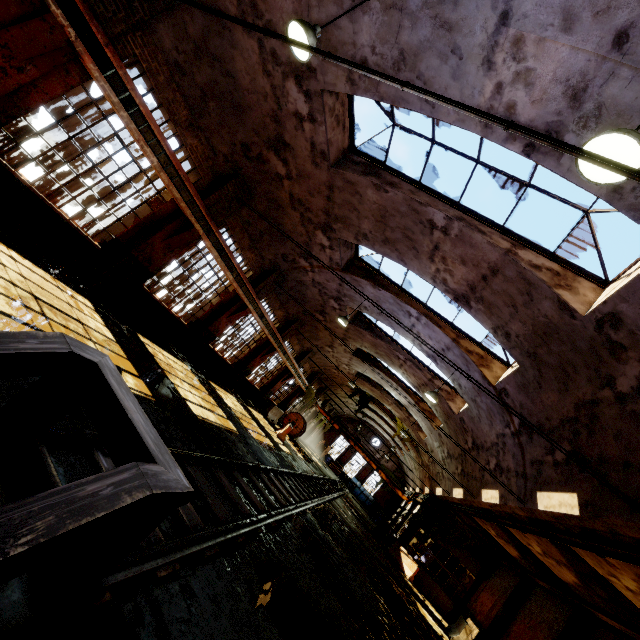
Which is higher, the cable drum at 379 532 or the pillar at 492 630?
the pillar at 492 630

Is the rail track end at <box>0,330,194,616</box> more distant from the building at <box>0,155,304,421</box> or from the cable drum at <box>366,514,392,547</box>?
the cable drum at <box>366,514,392,547</box>

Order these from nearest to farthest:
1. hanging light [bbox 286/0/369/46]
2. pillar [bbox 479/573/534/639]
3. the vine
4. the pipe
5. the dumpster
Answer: the pipe, hanging light [bbox 286/0/369/46], pillar [bbox 479/573/534/639], the vine, the dumpster

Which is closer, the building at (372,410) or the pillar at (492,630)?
the pillar at (492,630)

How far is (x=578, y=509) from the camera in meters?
7.3

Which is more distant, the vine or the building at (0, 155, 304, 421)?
the vine

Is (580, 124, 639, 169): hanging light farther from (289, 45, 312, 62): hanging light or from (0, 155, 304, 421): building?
(289, 45, 312, 62): hanging light

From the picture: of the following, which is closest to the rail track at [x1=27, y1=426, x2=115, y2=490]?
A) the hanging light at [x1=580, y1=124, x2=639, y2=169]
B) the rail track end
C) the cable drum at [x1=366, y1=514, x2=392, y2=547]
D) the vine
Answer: the rail track end
